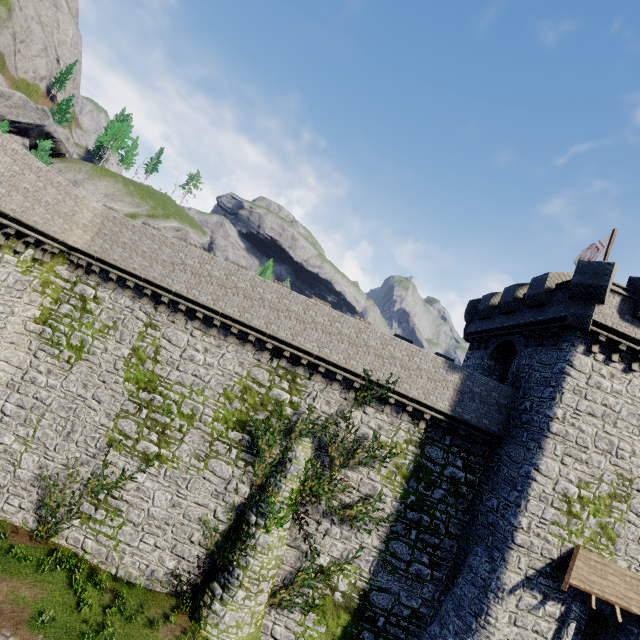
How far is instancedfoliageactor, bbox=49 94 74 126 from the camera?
58.16m

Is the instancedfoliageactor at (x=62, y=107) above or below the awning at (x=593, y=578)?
above

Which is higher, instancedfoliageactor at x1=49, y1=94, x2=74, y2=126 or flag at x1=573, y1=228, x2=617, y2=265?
instancedfoliageactor at x1=49, y1=94, x2=74, y2=126

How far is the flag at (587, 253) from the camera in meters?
17.6 m

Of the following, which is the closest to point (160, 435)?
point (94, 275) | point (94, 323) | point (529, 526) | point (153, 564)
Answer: point (153, 564)

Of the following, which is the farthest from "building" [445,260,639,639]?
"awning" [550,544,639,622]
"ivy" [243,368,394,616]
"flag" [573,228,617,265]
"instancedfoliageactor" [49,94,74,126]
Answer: "instancedfoliageactor" [49,94,74,126]

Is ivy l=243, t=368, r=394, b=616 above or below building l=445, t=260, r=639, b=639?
below
